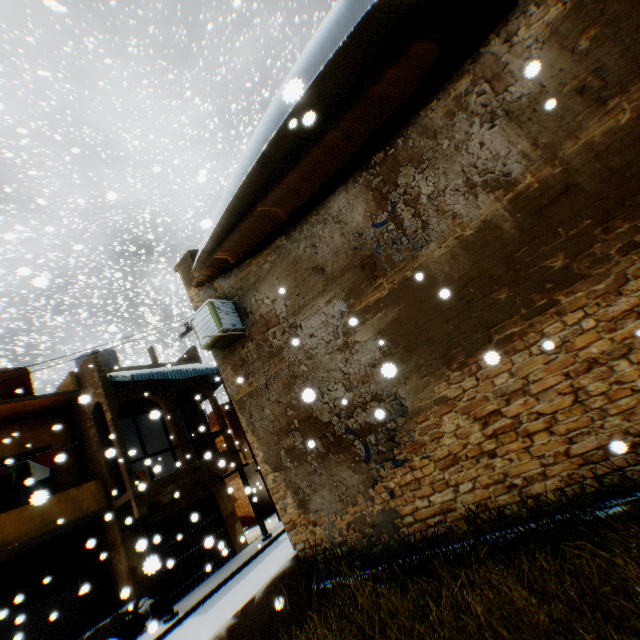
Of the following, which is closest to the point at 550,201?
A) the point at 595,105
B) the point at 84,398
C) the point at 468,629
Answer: the point at 595,105

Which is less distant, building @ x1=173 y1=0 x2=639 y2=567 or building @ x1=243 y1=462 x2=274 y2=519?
building @ x1=173 y1=0 x2=639 y2=567

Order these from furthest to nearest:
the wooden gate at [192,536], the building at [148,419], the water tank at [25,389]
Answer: the building at [148,419] → the water tank at [25,389] → the wooden gate at [192,536]

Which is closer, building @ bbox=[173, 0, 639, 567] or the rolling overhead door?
building @ bbox=[173, 0, 639, 567]

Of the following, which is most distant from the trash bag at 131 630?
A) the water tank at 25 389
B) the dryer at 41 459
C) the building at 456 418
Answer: the water tank at 25 389

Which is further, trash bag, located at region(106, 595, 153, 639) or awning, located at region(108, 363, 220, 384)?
awning, located at region(108, 363, 220, 384)

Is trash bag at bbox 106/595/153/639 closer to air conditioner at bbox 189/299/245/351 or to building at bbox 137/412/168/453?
building at bbox 137/412/168/453

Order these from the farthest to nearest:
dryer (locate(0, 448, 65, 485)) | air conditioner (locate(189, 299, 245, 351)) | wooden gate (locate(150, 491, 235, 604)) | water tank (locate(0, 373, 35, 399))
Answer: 1. water tank (locate(0, 373, 35, 399))
2. wooden gate (locate(150, 491, 235, 604))
3. dryer (locate(0, 448, 65, 485))
4. air conditioner (locate(189, 299, 245, 351))
